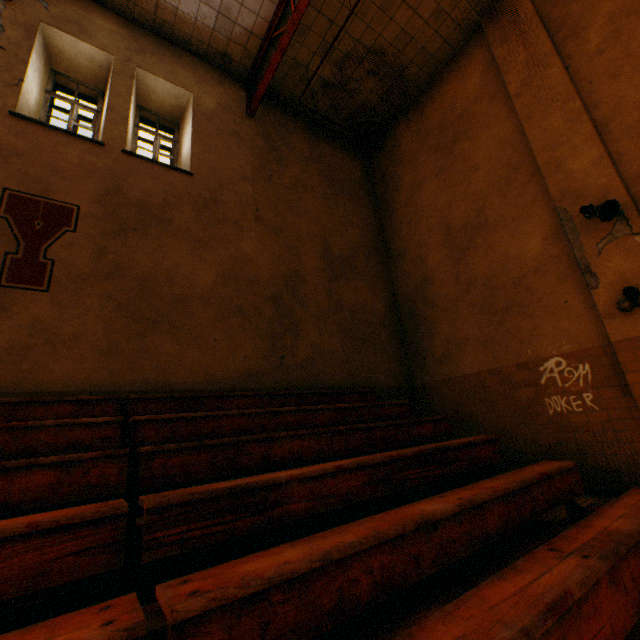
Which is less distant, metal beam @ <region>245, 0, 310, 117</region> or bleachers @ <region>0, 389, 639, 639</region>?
bleachers @ <region>0, 389, 639, 639</region>

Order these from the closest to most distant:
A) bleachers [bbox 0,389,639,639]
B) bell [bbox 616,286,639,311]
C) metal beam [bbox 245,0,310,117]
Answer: bleachers [bbox 0,389,639,639] < bell [bbox 616,286,639,311] < metal beam [bbox 245,0,310,117]

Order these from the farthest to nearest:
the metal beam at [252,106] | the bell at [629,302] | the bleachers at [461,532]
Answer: Answer: the metal beam at [252,106], the bell at [629,302], the bleachers at [461,532]

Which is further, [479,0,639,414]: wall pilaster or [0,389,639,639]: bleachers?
[479,0,639,414]: wall pilaster

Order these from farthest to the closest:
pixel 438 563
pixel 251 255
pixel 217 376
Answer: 1. pixel 251 255
2. pixel 217 376
3. pixel 438 563

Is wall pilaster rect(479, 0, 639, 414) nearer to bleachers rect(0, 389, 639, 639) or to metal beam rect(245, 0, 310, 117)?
bleachers rect(0, 389, 639, 639)

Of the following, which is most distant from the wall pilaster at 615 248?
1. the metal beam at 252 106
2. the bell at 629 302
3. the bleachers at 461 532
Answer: the metal beam at 252 106

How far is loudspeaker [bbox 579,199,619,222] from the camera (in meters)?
4.39
